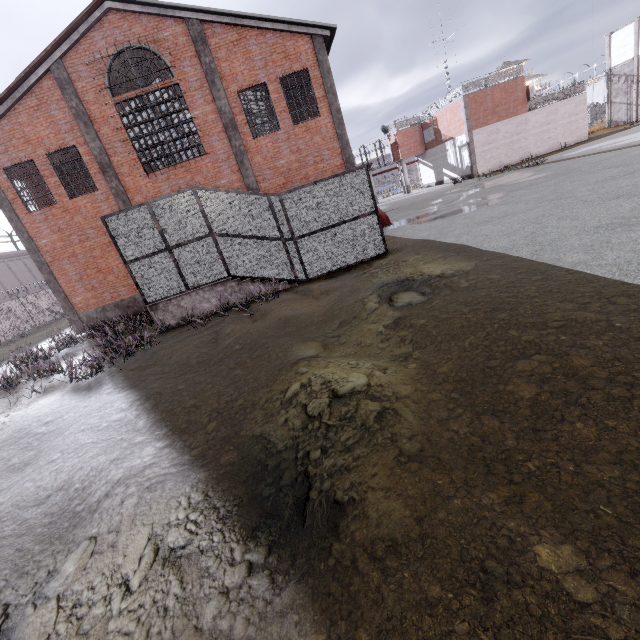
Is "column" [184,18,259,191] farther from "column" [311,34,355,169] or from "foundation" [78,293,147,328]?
"foundation" [78,293,147,328]

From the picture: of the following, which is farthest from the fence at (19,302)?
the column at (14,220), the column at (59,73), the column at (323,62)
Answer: the column at (323,62)

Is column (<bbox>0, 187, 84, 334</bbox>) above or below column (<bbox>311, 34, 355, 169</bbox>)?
below

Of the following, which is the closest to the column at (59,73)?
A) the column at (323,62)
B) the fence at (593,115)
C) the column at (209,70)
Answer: the column at (209,70)

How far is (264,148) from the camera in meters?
15.3 m

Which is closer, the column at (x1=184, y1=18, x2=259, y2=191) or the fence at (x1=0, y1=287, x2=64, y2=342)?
the column at (x1=184, y1=18, x2=259, y2=191)

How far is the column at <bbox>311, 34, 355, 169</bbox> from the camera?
14.28m

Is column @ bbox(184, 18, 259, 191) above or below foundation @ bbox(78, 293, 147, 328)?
above
